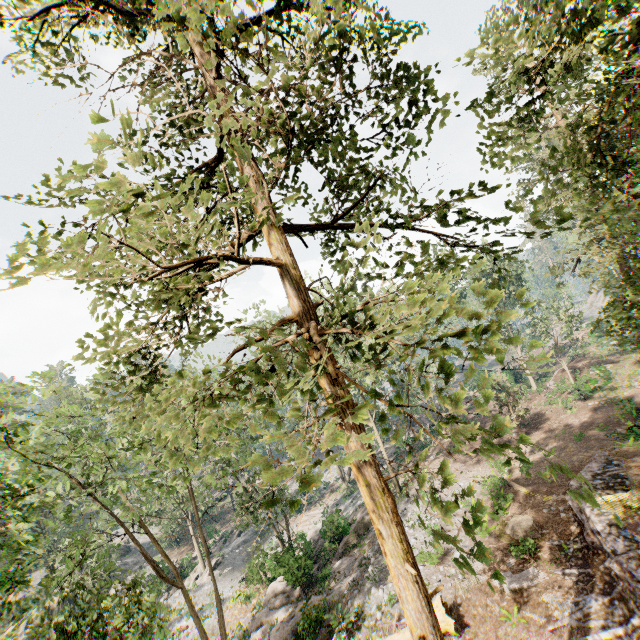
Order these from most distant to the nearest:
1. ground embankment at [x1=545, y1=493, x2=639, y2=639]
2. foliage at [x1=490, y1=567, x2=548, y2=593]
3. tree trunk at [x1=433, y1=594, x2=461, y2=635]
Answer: tree trunk at [x1=433, y1=594, x2=461, y2=635] < ground embankment at [x1=545, y1=493, x2=639, y2=639] < foliage at [x1=490, y1=567, x2=548, y2=593]

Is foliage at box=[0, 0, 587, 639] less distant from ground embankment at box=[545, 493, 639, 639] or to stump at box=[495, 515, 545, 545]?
ground embankment at box=[545, 493, 639, 639]

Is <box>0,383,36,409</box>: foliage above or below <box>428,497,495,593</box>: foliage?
above

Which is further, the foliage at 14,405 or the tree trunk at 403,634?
the foliage at 14,405

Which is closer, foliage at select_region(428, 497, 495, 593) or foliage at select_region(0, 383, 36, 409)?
foliage at select_region(428, 497, 495, 593)

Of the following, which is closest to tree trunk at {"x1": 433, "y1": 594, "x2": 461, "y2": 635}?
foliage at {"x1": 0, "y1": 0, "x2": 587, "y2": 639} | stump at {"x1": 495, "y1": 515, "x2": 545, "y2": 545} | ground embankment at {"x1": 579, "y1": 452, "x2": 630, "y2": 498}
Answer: foliage at {"x1": 0, "y1": 0, "x2": 587, "y2": 639}

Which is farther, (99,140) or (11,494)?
(11,494)
